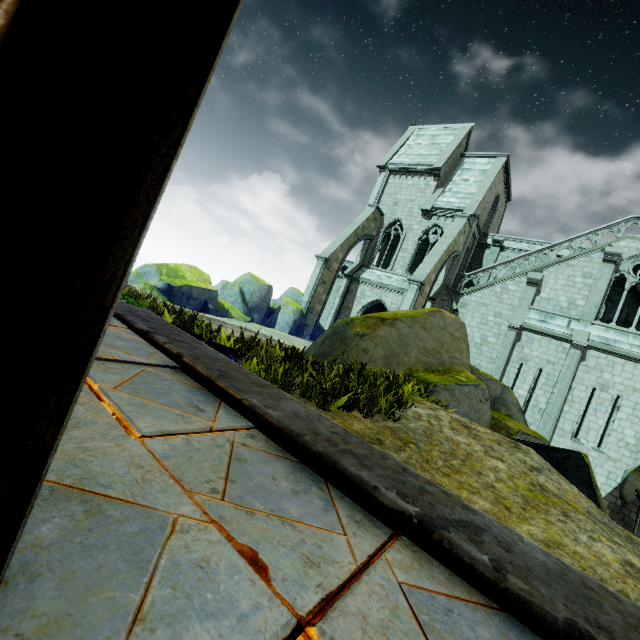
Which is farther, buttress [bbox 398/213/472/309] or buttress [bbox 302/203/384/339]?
buttress [bbox 302/203/384/339]

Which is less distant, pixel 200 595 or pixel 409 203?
pixel 200 595

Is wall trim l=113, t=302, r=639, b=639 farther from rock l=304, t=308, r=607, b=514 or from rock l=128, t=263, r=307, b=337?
rock l=128, t=263, r=307, b=337

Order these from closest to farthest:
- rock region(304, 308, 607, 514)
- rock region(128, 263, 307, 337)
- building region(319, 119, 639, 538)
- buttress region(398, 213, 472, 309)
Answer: rock region(304, 308, 607, 514) < rock region(128, 263, 307, 337) < building region(319, 119, 639, 538) < buttress region(398, 213, 472, 309)

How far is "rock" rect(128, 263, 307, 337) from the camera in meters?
12.2 m

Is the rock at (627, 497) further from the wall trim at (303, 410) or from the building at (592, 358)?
the wall trim at (303, 410)

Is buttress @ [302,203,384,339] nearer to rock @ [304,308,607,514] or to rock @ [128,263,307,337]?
rock @ [128,263,307,337]

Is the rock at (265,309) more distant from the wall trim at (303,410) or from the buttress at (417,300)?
the wall trim at (303,410)
